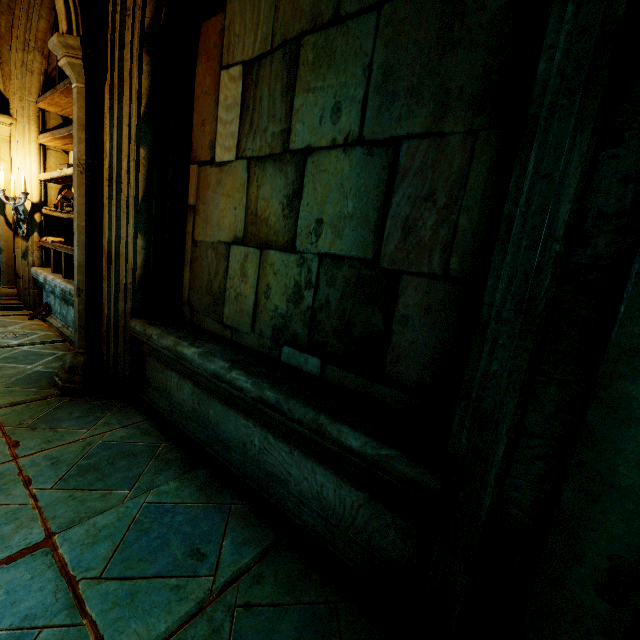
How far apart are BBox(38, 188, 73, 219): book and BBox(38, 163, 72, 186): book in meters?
0.1 m

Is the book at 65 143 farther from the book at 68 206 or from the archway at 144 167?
the book at 68 206

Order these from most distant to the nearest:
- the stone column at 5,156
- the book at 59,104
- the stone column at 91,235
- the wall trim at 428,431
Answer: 1. the stone column at 5,156
2. the book at 59,104
3. the stone column at 91,235
4. the wall trim at 428,431

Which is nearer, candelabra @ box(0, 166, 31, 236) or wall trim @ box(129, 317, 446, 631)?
wall trim @ box(129, 317, 446, 631)

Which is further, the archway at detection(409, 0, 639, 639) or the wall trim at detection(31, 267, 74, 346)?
the wall trim at detection(31, 267, 74, 346)

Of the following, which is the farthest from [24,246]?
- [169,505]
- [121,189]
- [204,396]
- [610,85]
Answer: [610,85]

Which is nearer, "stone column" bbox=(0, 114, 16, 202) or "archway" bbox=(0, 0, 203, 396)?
"archway" bbox=(0, 0, 203, 396)

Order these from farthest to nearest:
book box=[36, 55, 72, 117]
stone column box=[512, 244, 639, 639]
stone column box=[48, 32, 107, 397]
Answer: book box=[36, 55, 72, 117], stone column box=[48, 32, 107, 397], stone column box=[512, 244, 639, 639]
